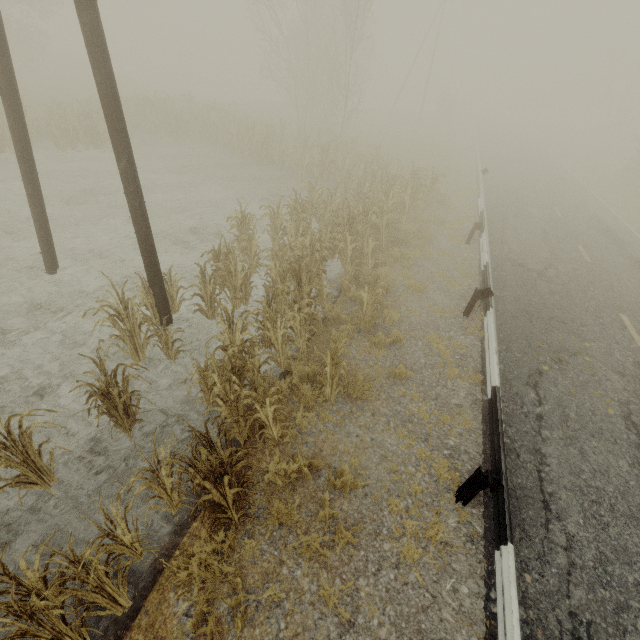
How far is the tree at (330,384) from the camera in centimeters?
517cm

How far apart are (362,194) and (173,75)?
53.67m

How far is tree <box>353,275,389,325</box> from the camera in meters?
7.1

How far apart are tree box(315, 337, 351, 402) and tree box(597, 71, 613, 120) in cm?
6056

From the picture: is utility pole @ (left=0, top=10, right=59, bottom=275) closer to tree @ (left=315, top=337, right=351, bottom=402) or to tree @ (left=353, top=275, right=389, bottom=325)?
tree @ (left=315, top=337, right=351, bottom=402)

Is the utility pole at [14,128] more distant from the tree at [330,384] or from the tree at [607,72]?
the tree at [607,72]

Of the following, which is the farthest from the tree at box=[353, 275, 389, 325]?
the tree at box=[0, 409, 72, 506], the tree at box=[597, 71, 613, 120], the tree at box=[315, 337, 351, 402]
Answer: the tree at box=[597, 71, 613, 120]

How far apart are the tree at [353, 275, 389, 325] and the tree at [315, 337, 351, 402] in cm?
199
